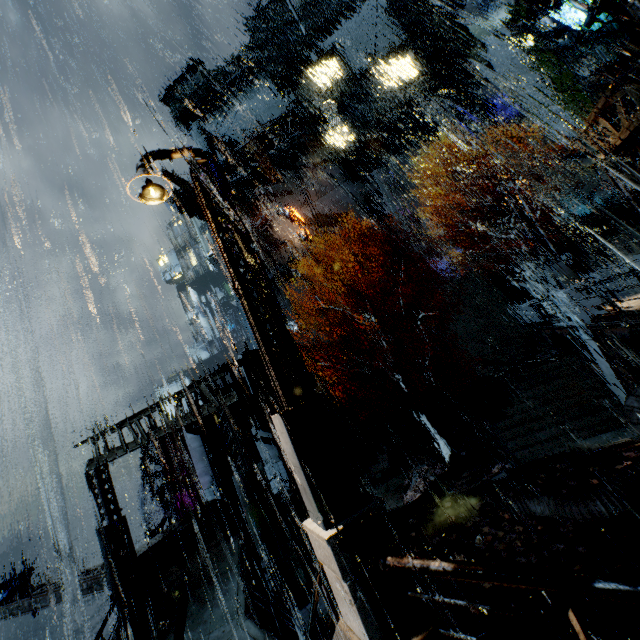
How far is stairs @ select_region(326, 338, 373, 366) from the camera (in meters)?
31.69

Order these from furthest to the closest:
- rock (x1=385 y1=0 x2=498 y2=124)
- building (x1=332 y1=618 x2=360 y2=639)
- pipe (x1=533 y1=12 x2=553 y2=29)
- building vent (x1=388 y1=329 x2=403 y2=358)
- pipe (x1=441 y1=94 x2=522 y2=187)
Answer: rock (x1=385 y1=0 x2=498 y2=124), pipe (x1=441 y1=94 x2=522 y2=187), building vent (x1=388 y1=329 x2=403 y2=358), pipe (x1=533 y1=12 x2=553 y2=29), building (x1=332 y1=618 x2=360 y2=639)

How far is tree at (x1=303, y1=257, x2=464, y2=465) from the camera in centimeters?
1556cm

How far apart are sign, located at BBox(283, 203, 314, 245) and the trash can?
30.85m

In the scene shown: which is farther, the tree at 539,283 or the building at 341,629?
the tree at 539,283

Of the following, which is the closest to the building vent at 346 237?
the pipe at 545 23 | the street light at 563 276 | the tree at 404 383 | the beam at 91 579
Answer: the tree at 404 383

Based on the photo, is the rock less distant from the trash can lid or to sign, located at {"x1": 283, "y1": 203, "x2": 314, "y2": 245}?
sign, located at {"x1": 283, "y1": 203, "x2": 314, "y2": 245}

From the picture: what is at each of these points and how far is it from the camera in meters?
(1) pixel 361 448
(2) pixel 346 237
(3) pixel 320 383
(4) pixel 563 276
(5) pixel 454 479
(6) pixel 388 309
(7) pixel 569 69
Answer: (1) stairs, 21.9 m
(2) building vent, 39.4 m
(3) building, 30.1 m
(4) street light, 13.8 m
(5) building vent, 14.5 m
(6) building, 33.2 m
(7) building, 25.1 m
